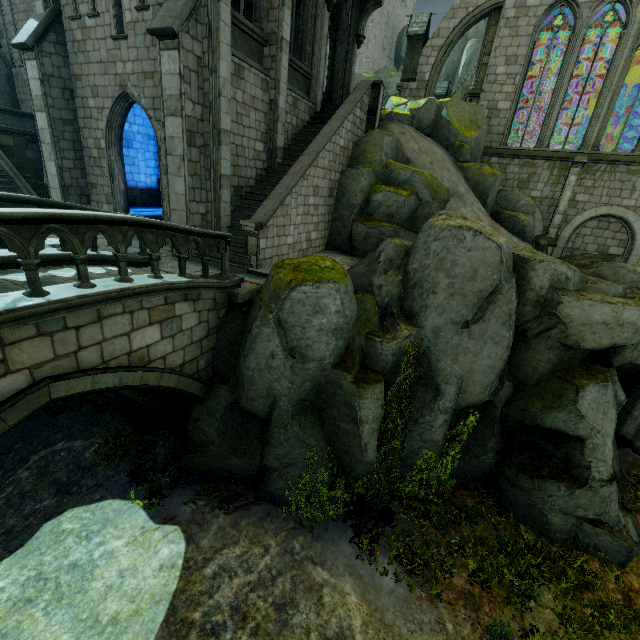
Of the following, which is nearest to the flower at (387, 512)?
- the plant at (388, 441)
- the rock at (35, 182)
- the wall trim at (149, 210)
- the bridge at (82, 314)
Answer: the plant at (388, 441)

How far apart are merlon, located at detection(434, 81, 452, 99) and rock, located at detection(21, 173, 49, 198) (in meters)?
30.32

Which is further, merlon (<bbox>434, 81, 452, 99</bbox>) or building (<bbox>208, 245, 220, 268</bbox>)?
merlon (<bbox>434, 81, 452, 99</bbox>)

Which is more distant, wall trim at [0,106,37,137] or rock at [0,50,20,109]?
rock at [0,50,20,109]

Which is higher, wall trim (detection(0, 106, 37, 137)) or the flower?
wall trim (detection(0, 106, 37, 137))

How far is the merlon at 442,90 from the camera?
29.20m

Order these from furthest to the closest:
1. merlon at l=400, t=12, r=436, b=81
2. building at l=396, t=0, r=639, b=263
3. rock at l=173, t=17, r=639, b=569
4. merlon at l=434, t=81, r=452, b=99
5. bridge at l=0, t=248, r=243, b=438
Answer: merlon at l=434, t=81, r=452, b=99
merlon at l=400, t=12, r=436, b=81
building at l=396, t=0, r=639, b=263
rock at l=173, t=17, r=639, b=569
bridge at l=0, t=248, r=243, b=438

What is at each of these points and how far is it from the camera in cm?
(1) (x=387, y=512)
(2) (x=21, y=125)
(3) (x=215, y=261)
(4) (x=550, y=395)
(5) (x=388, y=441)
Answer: (1) flower, 915
(2) wall trim, 1753
(3) building, 1016
(4) rock, 869
(5) plant, 894
